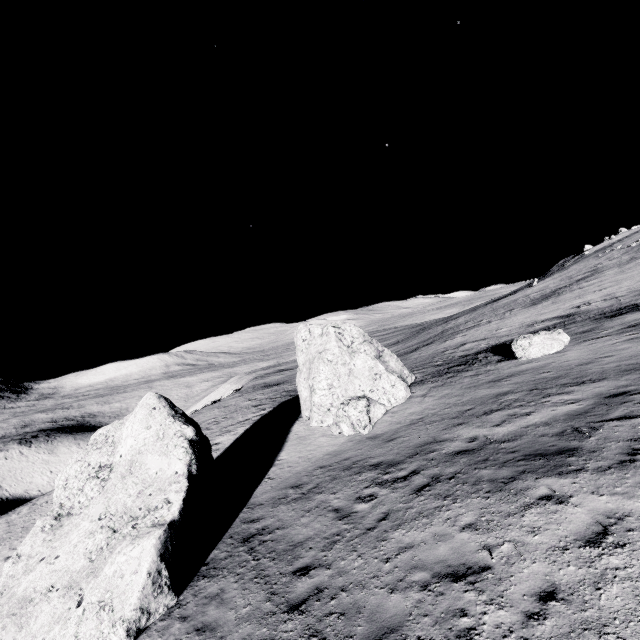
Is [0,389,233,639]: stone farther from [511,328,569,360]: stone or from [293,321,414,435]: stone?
[511,328,569,360]: stone

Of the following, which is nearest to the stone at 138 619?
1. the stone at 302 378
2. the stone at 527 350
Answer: the stone at 302 378

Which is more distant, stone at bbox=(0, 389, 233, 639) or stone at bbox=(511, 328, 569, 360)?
stone at bbox=(511, 328, 569, 360)

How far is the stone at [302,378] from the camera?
15.9m

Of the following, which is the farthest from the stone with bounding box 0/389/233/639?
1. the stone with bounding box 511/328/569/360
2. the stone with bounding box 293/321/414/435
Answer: Answer: the stone with bounding box 511/328/569/360

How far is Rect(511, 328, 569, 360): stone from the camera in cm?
1665

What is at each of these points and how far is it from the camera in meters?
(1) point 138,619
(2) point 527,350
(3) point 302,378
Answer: (1) stone, 7.9
(2) stone, 17.2
(3) stone, 19.8
